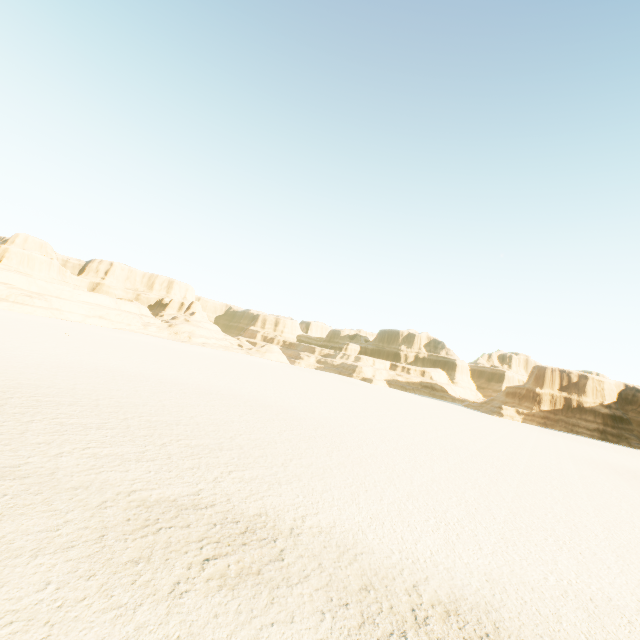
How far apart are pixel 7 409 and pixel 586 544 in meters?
25.0
